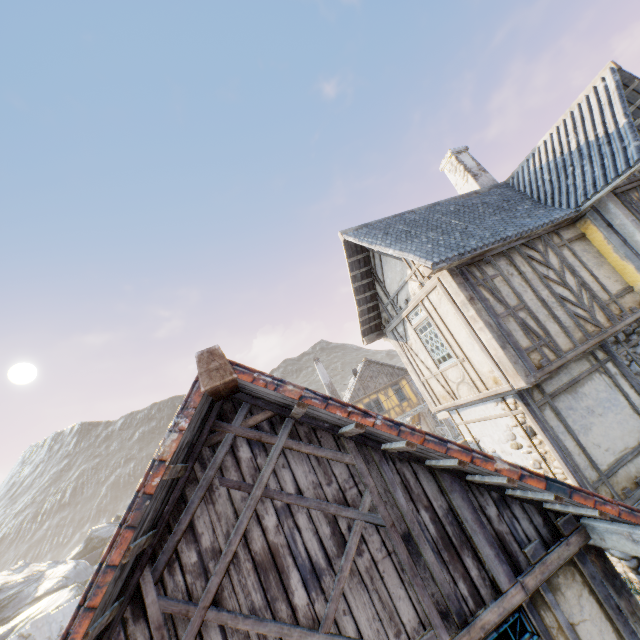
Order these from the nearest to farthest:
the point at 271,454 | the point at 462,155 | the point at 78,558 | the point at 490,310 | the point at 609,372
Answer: the point at 271,454
the point at 490,310
the point at 609,372
the point at 462,155
the point at 78,558

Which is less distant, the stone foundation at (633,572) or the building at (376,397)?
the stone foundation at (633,572)

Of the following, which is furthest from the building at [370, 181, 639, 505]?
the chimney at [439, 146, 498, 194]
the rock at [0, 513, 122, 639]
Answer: the rock at [0, 513, 122, 639]

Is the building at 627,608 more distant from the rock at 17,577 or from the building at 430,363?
the rock at 17,577

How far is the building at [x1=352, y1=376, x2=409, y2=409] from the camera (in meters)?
28.70

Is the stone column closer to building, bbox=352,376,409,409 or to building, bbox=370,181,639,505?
building, bbox=352,376,409,409

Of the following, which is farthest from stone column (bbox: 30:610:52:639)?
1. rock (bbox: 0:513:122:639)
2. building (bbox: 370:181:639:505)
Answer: building (bbox: 370:181:639:505)

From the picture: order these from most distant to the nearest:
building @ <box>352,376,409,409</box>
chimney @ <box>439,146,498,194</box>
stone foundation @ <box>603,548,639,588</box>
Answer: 1. building @ <box>352,376,409,409</box>
2. chimney @ <box>439,146,498,194</box>
3. stone foundation @ <box>603,548,639,588</box>
